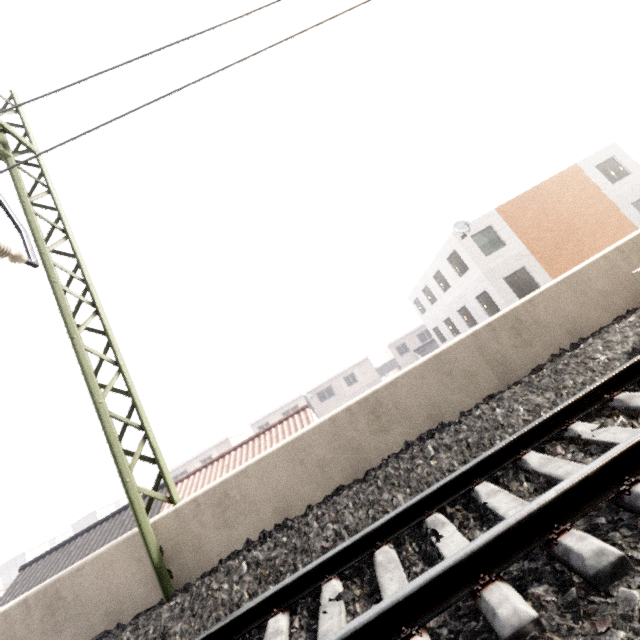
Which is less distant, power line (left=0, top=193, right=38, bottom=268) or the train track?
the train track

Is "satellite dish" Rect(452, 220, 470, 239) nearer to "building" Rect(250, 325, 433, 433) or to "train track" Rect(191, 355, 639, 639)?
"train track" Rect(191, 355, 639, 639)

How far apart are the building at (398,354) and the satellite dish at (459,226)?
25.9m

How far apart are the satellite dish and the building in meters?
25.9 m

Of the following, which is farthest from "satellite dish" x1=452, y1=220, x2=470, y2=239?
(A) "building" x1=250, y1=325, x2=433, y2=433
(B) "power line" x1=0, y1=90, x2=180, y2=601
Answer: (A) "building" x1=250, y1=325, x2=433, y2=433

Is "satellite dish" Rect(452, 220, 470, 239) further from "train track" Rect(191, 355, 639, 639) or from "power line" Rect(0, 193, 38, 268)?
"power line" Rect(0, 193, 38, 268)

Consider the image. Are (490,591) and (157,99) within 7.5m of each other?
yes

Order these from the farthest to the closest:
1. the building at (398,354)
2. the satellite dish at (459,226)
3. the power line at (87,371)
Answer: the building at (398,354), the satellite dish at (459,226), the power line at (87,371)
